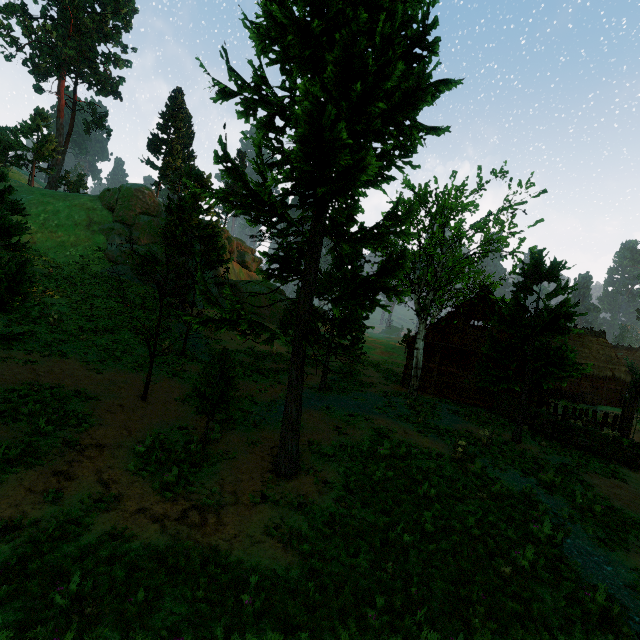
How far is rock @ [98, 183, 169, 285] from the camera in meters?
32.2

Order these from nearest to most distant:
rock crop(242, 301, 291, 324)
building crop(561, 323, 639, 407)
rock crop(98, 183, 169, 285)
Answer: rock crop(98, 183, 169, 285) → building crop(561, 323, 639, 407) → rock crop(242, 301, 291, 324)

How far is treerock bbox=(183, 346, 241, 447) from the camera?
10.97m

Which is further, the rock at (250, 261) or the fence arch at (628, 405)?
the rock at (250, 261)

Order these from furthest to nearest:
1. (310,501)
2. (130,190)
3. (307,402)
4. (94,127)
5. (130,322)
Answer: (94,127) < (130,190) < (130,322) < (307,402) < (310,501)

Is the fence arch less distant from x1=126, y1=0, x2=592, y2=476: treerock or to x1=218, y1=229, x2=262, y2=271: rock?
x1=126, y1=0, x2=592, y2=476: treerock

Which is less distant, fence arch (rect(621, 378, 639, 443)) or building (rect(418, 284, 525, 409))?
Result: fence arch (rect(621, 378, 639, 443))

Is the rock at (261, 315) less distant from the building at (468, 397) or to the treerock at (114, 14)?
the treerock at (114, 14)
